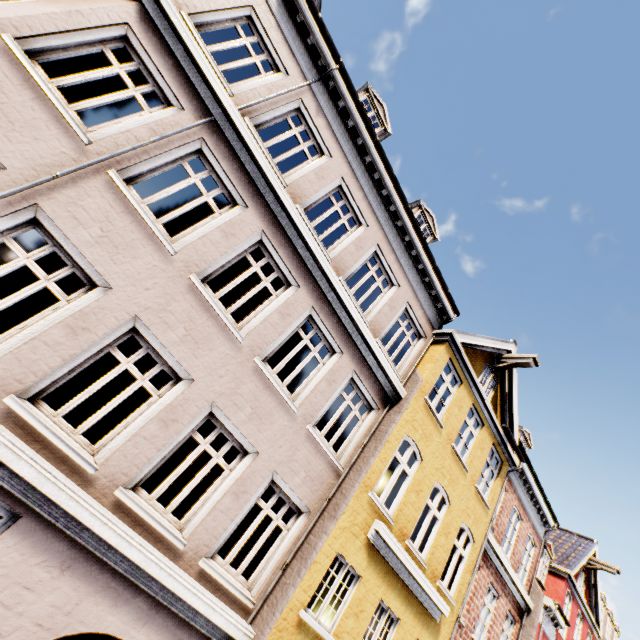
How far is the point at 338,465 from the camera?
7.5 meters
